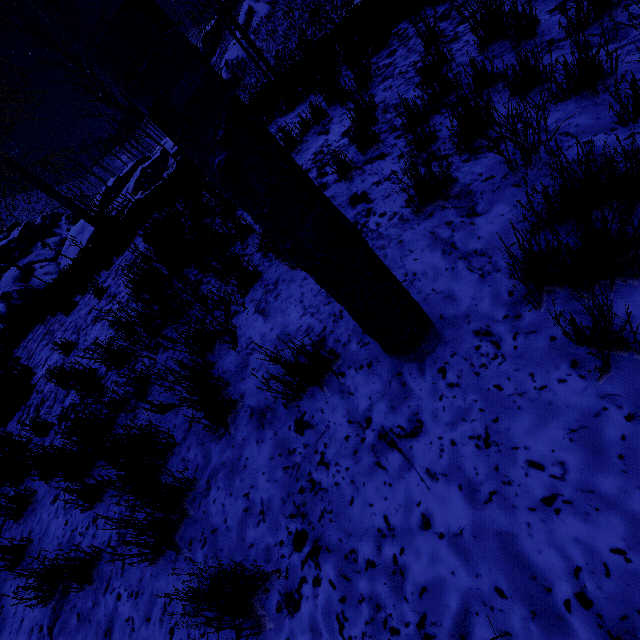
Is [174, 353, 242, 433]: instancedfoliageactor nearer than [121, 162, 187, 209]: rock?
Yes

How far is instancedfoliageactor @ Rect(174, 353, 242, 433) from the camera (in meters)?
2.25

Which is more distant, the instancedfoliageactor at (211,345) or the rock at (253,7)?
the rock at (253,7)

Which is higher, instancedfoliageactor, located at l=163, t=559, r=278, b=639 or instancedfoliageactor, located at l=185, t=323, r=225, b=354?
instancedfoliageactor, located at l=185, t=323, r=225, b=354

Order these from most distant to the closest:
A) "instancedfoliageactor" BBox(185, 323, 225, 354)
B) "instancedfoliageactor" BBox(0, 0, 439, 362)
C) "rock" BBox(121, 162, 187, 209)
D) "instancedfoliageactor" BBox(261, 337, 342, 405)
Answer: "rock" BBox(121, 162, 187, 209)
"instancedfoliageactor" BBox(185, 323, 225, 354)
"instancedfoliageactor" BBox(261, 337, 342, 405)
"instancedfoliageactor" BBox(0, 0, 439, 362)

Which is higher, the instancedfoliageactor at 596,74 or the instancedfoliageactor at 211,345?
the instancedfoliageactor at 211,345

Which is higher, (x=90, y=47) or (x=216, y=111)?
(x=90, y=47)

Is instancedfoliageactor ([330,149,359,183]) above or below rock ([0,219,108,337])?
below
